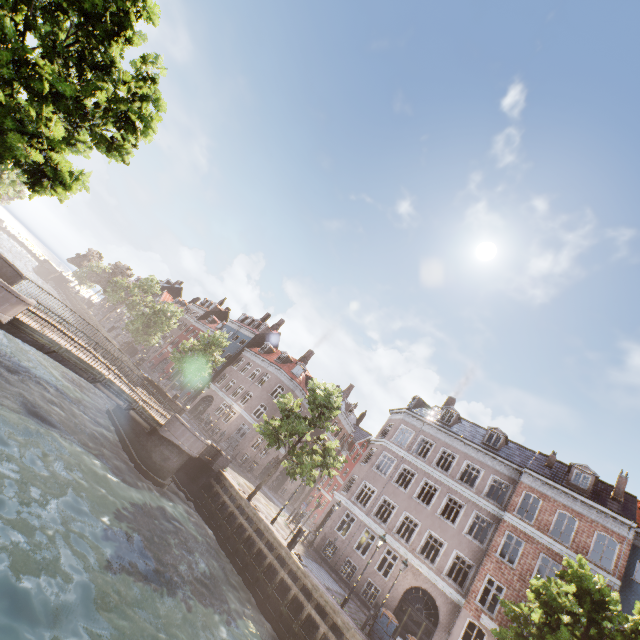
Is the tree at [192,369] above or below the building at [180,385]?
above

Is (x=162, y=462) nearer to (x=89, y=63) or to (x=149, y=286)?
(x=89, y=63)

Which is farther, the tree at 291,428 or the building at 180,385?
the building at 180,385

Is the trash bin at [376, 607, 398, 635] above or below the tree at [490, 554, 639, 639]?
below

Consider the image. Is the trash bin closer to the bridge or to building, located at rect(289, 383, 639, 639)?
building, located at rect(289, 383, 639, 639)

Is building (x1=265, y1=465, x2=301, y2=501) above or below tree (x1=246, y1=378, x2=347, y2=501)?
below

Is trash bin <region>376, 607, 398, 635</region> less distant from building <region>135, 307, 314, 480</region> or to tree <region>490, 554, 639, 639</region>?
tree <region>490, 554, 639, 639</region>
